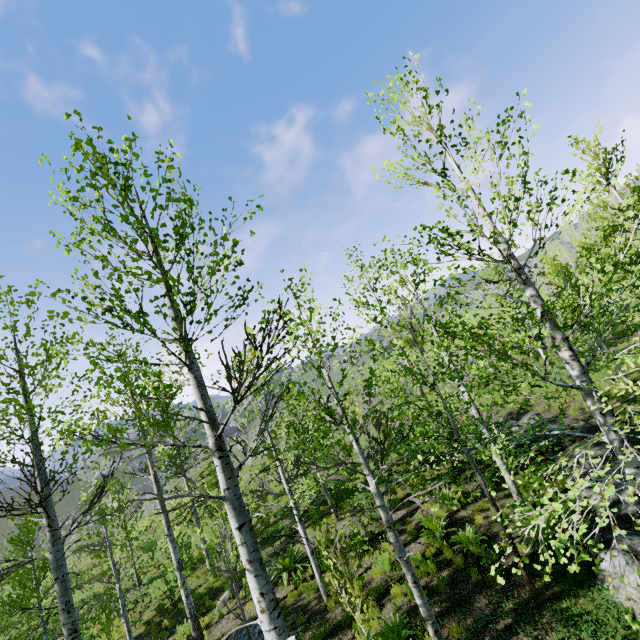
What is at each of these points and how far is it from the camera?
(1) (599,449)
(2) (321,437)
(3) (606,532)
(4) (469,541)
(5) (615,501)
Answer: (1) rock, 10.6 meters
(2) instancedfoliageactor, 14.6 meters
(3) rock, 6.8 meters
(4) instancedfoliageactor, 8.3 meters
(5) rock, 7.9 meters

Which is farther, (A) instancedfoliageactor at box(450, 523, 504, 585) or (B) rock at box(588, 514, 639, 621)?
(B) rock at box(588, 514, 639, 621)

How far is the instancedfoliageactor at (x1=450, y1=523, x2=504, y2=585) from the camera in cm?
384

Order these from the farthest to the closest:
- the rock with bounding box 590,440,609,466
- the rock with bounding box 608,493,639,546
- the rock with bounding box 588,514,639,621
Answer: the rock with bounding box 590,440,609,466 < the rock with bounding box 608,493,639,546 < the rock with bounding box 588,514,639,621

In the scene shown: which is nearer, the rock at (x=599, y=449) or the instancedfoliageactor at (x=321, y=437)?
the instancedfoliageactor at (x=321, y=437)

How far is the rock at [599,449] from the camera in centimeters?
997cm

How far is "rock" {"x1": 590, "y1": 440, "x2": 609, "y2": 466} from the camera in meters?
10.0

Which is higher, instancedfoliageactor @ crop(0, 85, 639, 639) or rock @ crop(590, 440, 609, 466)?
instancedfoliageactor @ crop(0, 85, 639, 639)
